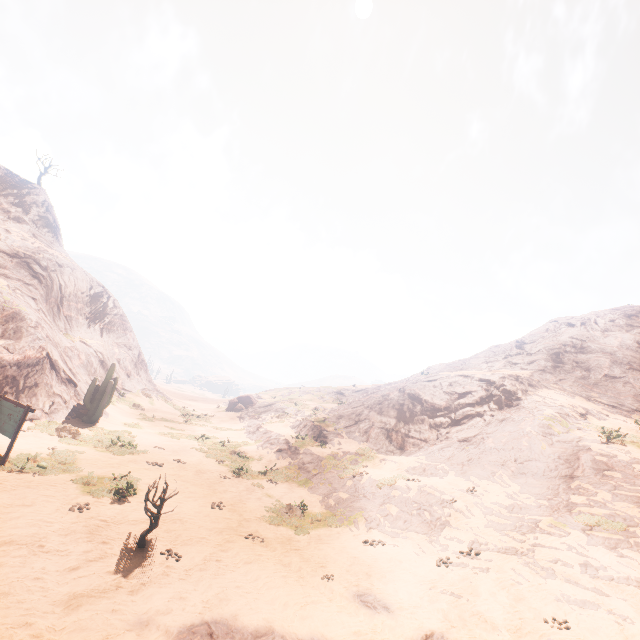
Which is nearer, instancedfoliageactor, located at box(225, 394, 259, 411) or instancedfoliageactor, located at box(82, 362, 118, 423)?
instancedfoliageactor, located at box(82, 362, 118, 423)

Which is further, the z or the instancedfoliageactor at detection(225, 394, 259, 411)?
the instancedfoliageactor at detection(225, 394, 259, 411)

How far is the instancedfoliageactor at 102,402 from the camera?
20.97m

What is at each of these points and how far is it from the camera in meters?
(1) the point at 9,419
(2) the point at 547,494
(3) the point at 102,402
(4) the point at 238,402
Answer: (1) sign, 12.7
(2) z, 13.2
(3) instancedfoliageactor, 21.1
(4) instancedfoliageactor, 44.8

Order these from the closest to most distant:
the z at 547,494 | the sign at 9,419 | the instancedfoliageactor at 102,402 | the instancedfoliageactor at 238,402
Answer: the z at 547,494 → the sign at 9,419 → the instancedfoliageactor at 102,402 → the instancedfoliageactor at 238,402

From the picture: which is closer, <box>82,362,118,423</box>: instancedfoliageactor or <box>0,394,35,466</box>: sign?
<box>0,394,35,466</box>: sign

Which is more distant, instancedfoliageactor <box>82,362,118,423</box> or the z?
instancedfoliageactor <box>82,362,118,423</box>

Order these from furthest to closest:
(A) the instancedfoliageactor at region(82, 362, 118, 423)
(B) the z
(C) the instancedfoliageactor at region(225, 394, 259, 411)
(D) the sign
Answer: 1. (C) the instancedfoliageactor at region(225, 394, 259, 411)
2. (A) the instancedfoliageactor at region(82, 362, 118, 423)
3. (D) the sign
4. (B) the z
